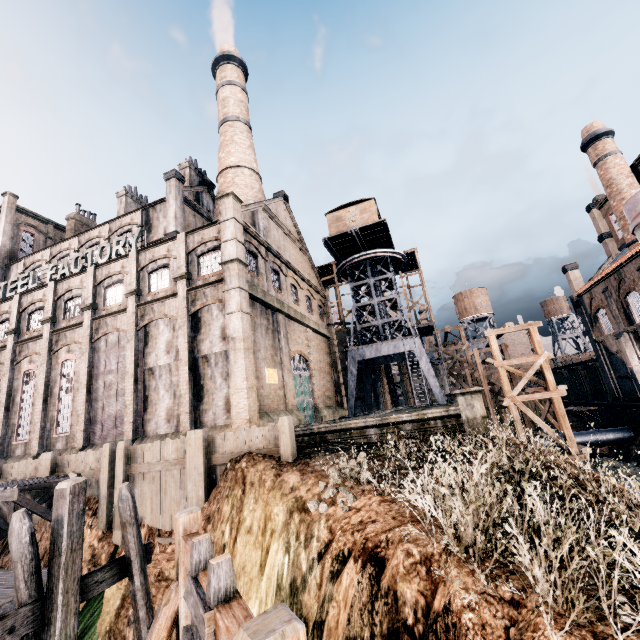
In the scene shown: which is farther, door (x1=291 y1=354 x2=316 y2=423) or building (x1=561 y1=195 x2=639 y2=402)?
building (x1=561 y1=195 x2=639 y2=402)

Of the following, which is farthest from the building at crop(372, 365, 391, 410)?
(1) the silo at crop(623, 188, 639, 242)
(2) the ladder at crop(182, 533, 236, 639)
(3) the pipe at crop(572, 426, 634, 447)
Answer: (2) the ladder at crop(182, 533, 236, 639)

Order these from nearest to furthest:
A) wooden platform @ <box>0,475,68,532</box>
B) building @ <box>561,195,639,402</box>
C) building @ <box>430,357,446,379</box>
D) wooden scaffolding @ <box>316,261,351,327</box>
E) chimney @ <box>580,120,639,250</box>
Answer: wooden platform @ <box>0,475,68,532</box>
building @ <box>561,195,639,402</box>
chimney @ <box>580,120,639,250</box>
building @ <box>430,357,446,379</box>
wooden scaffolding @ <box>316,261,351,327</box>

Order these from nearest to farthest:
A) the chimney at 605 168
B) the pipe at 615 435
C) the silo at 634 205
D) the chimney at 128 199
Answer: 1. the silo at 634 205
2. the chimney at 605 168
3. the pipe at 615 435
4. the chimney at 128 199

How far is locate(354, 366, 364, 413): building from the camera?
41.7m

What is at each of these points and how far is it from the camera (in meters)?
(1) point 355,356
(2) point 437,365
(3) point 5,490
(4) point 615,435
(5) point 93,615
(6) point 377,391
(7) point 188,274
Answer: (1) crane, 33.38
(2) building, 44.41
(3) wooden platform, 14.80
(4) pipe, 32.41
(5) cloth, 7.61
(6) building, 41.56
(7) building, 22.28

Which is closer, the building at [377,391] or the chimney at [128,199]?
the chimney at [128,199]

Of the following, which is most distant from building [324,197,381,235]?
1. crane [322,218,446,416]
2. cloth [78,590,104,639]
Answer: cloth [78,590,104,639]
